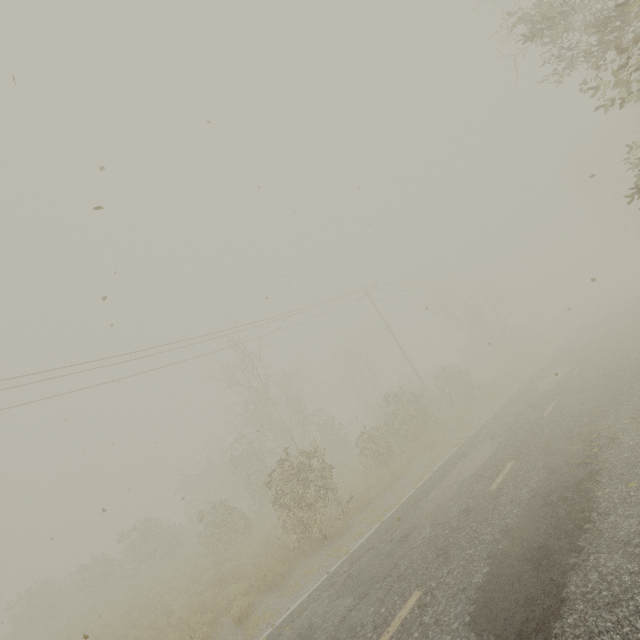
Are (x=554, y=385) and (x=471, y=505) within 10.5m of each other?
yes
